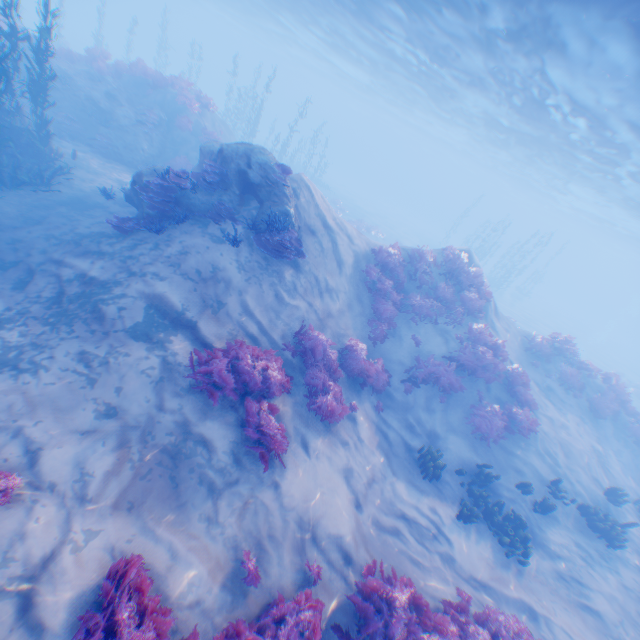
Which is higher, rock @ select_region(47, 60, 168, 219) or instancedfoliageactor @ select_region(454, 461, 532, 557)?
rock @ select_region(47, 60, 168, 219)

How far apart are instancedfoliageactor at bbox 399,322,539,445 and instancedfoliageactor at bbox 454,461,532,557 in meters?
3.8

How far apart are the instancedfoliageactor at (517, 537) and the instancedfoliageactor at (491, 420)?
3.8m

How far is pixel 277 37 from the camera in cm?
4331

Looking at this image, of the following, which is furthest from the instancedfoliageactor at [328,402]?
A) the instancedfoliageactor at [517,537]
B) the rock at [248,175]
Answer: the instancedfoliageactor at [517,537]

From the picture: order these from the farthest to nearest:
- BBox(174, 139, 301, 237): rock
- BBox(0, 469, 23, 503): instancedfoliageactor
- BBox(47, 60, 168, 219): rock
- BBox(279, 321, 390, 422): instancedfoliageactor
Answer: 1. BBox(47, 60, 168, 219): rock
2. BBox(174, 139, 301, 237): rock
3. BBox(279, 321, 390, 422): instancedfoliageactor
4. BBox(0, 469, 23, 503): instancedfoliageactor

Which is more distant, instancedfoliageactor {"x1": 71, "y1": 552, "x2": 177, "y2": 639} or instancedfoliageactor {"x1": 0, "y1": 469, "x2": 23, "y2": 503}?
instancedfoliageactor {"x1": 0, "y1": 469, "x2": 23, "y2": 503}

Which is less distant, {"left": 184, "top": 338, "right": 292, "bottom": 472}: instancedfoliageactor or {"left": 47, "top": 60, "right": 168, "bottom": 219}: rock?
{"left": 184, "top": 338, "right": 292, "bottom": 472}: instancedfoliageactor
